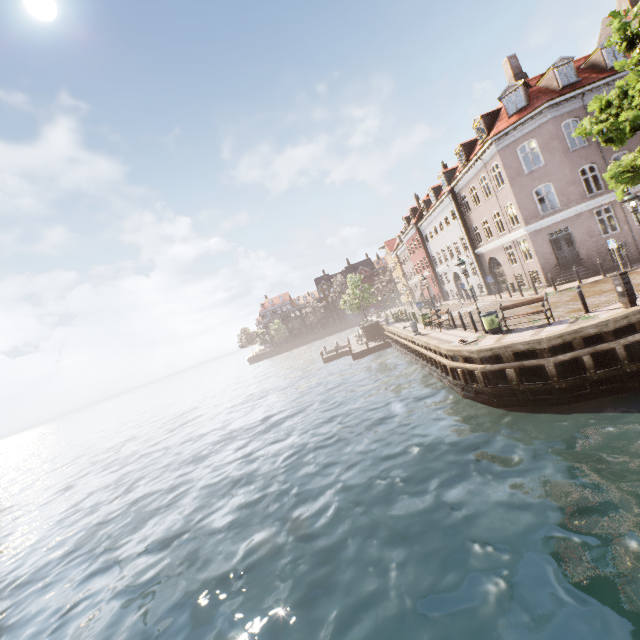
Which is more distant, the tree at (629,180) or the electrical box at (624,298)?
the tree at (629,180)

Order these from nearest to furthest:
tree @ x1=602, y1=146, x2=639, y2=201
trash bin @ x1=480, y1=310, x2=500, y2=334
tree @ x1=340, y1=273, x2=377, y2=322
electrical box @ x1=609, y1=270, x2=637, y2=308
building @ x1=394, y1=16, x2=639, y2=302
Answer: electrical box @ x1=609, y1=270, x2=637, y2=308
tree @ x1=602, y1=146, x2=639, y2=201
trash bin @ x1=480, y1=310, x2=500, y2=334
building @ x1=394, y1=16, x2=639, y2=302
tree @ x1=340, y1=273, x2=377, y2=322

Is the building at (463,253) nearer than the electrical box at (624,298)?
No

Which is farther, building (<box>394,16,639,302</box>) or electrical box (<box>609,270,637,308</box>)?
building (<box>394,16,639,302</box>)

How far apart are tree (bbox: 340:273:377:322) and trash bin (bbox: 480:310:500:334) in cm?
2751

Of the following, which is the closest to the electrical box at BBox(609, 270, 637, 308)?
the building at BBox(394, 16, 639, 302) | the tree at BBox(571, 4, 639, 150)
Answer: the tree at BBox(571, 4, 639, 150)

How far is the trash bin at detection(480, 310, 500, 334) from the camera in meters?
14.2

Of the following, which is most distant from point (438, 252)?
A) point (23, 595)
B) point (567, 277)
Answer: point (23, 595)
